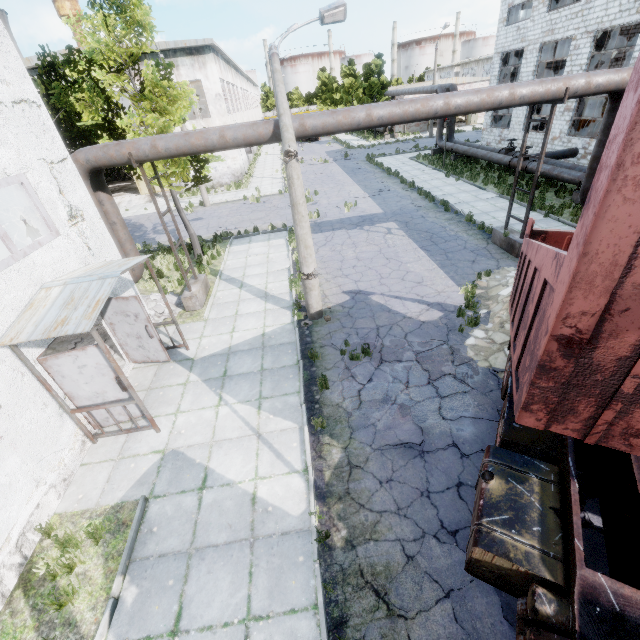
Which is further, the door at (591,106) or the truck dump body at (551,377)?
the door at (591,106)

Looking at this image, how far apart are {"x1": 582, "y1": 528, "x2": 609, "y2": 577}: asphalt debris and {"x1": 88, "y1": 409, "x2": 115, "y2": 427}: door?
7.5 meters

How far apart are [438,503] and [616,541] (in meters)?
2.21

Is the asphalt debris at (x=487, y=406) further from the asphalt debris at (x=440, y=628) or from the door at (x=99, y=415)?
the door at (x=99, y=415)

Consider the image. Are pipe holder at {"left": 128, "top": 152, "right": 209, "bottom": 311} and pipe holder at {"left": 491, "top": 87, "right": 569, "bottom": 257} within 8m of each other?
no

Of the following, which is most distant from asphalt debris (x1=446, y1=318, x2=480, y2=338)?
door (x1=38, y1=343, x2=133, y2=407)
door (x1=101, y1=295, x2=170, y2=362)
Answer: door (x1=101, y1=295, x2=170, y2=362)

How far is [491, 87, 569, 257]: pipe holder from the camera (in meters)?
9.74

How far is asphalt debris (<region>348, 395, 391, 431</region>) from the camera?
6.73m
